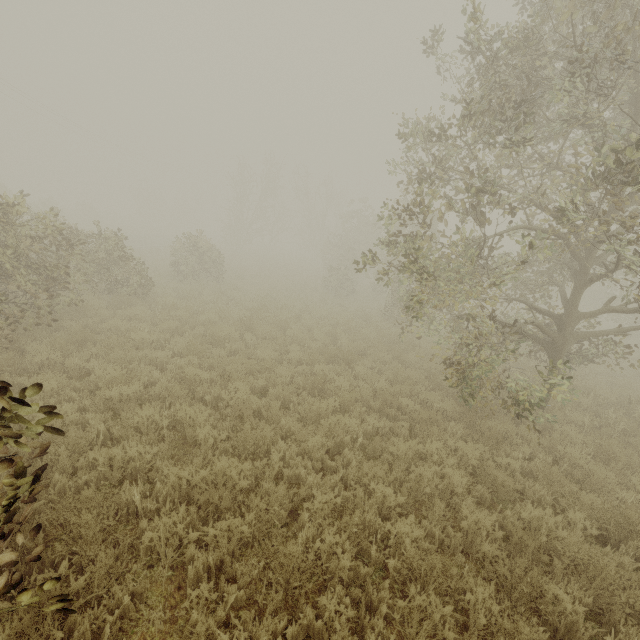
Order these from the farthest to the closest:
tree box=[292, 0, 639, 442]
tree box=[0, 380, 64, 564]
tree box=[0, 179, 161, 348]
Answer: tree box=[0, 179, 161, 348]
tree box=[292, 0, 639, 442]
tree box=[0, 380, 64, 564]

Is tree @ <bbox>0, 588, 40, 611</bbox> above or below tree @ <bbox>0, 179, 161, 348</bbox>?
below

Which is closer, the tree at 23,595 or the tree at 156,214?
the tree at 23,595

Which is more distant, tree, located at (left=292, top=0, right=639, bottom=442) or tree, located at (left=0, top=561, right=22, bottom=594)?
tree, located at (left=292, top=0, right=639, bottom=442)

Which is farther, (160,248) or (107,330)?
(160,248)

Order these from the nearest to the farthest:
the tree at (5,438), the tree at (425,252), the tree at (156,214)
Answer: the tree at (5,438)
the tree at (425,252)
the tree at (156,214)
